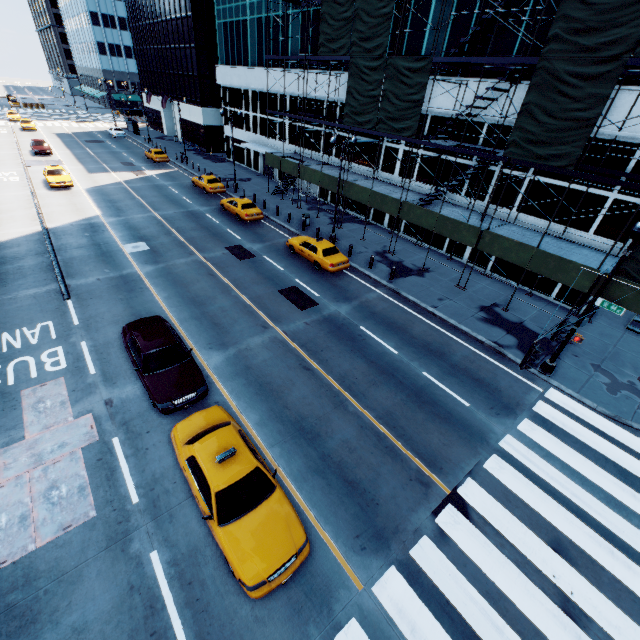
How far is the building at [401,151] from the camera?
25.2m

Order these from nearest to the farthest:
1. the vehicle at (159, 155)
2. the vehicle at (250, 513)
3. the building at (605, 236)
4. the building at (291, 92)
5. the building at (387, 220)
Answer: the vehicle at (250, 513), the building at (605, 236), the building at (387, 220), the building at (291, 92), the vehicle at (159, 155)

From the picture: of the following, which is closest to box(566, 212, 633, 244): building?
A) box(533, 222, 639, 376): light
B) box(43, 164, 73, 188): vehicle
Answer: box(533, 222, 639, 376): light

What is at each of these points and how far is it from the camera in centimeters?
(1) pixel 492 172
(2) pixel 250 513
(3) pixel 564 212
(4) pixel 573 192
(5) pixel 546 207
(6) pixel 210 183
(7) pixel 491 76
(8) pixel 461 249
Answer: (1) building, 2078cm
(2) vehicle, 805cm
(3) building, 1852cm
(4) building, 1792cm
(5) building, 1911cm
(6) vehicle, 3266cm
(7) building, 1920cm
(8) building, 2402cm

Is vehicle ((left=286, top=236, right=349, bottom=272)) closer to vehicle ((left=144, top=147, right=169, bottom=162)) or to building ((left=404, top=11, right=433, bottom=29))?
building ((left=404, top=11, right=433, bottom=29))

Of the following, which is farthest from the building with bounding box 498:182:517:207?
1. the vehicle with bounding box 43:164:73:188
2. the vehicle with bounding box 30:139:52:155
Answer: the vehicle with bounding box 30:139:52:155

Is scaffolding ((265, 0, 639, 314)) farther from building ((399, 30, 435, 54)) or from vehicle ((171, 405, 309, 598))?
vehicle ((171, 405, 309, 598))

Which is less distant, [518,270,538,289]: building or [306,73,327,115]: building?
[518,270,538,289]: building
